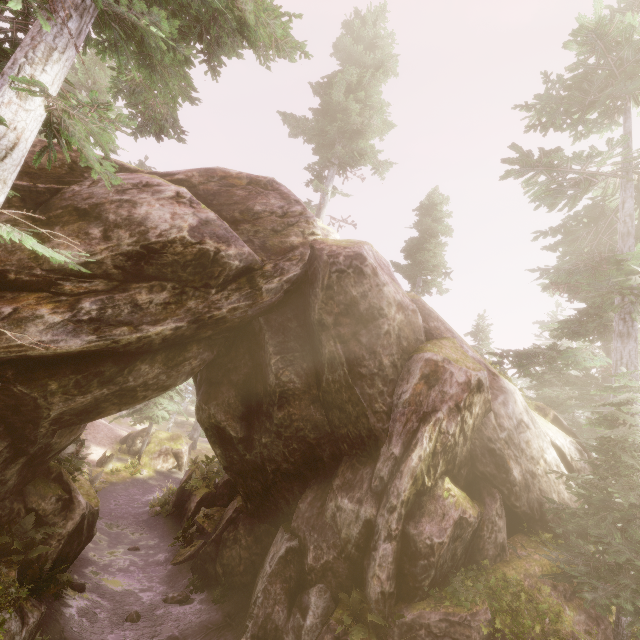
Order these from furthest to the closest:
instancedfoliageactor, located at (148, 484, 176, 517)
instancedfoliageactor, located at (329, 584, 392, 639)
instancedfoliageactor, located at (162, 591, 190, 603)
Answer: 1. instancedfoliageactor, located at (148, 484, 176, 517)
2. instancedfoliageactor, located at (162, 591, 190, 603)
3. instancedfoliageactor, located at (329, 584, 392, 639)

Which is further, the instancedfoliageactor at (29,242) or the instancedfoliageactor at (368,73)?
the instancedfoliageactor at (368,73)

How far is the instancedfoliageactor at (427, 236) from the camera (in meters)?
19.02

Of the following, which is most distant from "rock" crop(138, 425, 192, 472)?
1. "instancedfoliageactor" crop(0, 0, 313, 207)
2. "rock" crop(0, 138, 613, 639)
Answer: "rock" crop(0, 138, 613, 639)

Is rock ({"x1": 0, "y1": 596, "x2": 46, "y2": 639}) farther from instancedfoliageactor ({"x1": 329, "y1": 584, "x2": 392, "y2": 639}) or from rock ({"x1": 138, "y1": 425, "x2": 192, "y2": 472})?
rock ({"x1": 138, "y1": 425, "x2": 192, "y2": 472})

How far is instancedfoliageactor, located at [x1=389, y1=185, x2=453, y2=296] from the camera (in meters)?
19.02

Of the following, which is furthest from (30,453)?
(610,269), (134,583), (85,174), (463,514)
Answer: (610,269)
